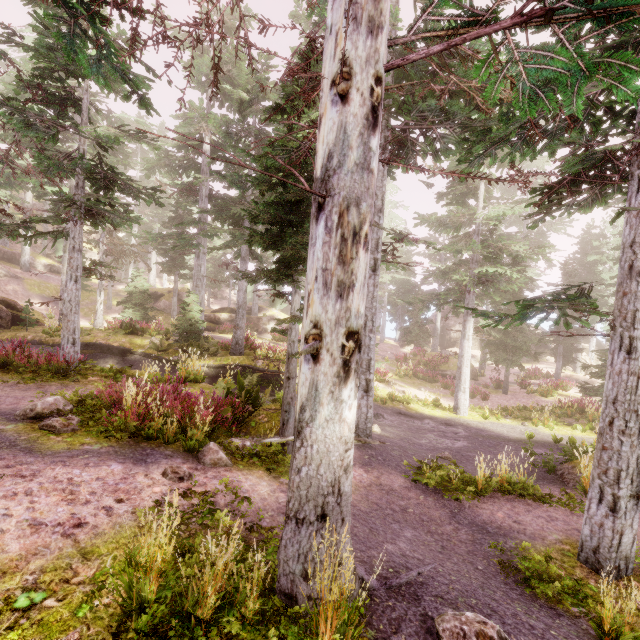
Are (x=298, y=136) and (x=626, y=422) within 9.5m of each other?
yes

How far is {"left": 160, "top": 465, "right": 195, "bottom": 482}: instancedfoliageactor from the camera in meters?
5.3 m

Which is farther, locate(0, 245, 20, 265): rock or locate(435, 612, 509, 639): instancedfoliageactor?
locate(0, 245, 20, 265): rock

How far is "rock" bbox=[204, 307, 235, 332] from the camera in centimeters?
3065cm

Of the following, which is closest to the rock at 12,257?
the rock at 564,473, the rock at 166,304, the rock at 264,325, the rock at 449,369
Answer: the rock at 166,304

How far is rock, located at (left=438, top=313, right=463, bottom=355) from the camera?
40.14m

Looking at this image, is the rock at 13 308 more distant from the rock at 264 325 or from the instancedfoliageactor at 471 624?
the rock at 264 325

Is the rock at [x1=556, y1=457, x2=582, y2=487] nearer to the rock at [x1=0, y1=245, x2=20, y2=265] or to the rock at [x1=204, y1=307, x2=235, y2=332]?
the rock at [x1=204, y1=307, x2=235, y2=332]
